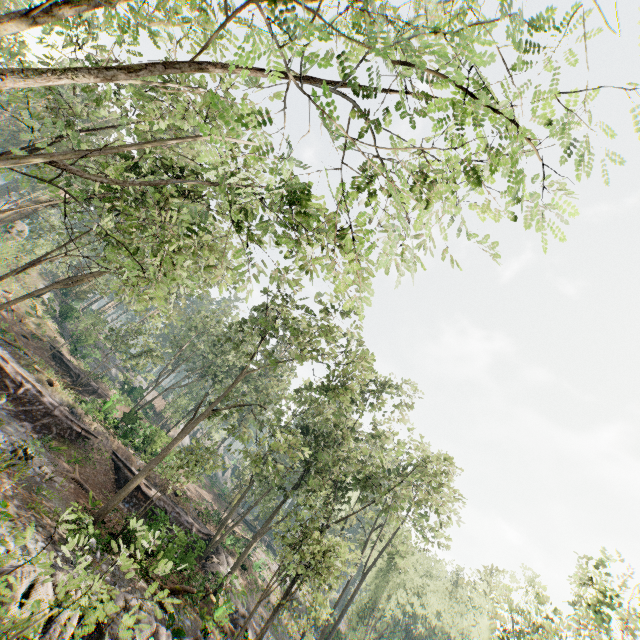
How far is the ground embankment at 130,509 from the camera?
23.4 meters

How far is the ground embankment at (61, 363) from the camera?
34.69m

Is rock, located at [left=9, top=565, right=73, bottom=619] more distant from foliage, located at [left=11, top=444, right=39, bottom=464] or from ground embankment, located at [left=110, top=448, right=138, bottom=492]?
ground embankment, located at [left=110, top=448, right=138, bottom=492]

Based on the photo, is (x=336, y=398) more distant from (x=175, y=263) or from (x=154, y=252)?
(x=154, y=252)

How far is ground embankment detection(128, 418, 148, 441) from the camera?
29.78m

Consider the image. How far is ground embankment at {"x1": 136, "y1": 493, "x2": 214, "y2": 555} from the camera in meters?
16.4

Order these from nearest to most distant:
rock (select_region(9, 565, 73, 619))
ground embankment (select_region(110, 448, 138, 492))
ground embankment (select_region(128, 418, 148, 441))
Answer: rock (select_region(9, 565, 73, 619)), ground embankment (select_region(110, 448, 138, 492)), ground embankment (select_region(128, 418, 148, 441))

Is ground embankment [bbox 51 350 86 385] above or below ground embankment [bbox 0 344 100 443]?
above
